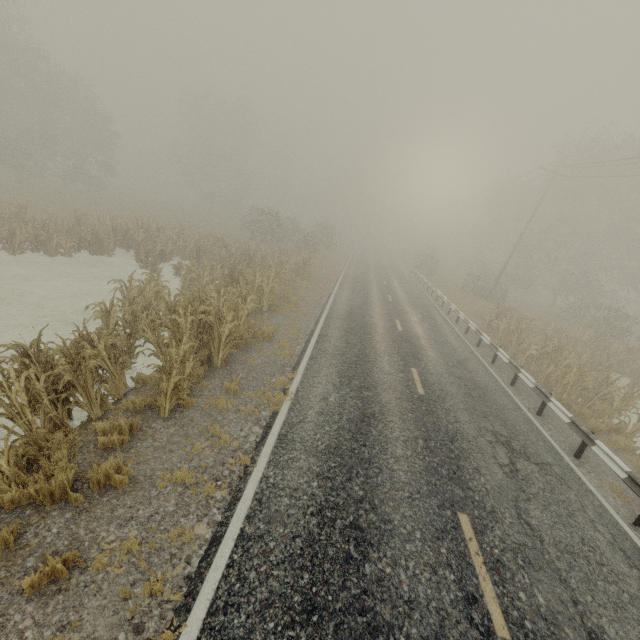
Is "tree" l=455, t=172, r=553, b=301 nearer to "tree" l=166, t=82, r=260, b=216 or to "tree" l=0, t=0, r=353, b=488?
"tree" l=0, t=0, r=353, b=488

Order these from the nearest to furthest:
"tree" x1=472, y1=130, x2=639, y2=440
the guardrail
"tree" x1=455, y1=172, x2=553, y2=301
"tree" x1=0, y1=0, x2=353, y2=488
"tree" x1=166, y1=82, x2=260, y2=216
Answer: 1. "tree" x1=0, y1=0, x2=353, y2=488
2. the guardrail
3. "tree" x1=472, y1=130, x2=639, y2=440
4. "tree" x1=455, y1=172, x2=553, y2=301
5. "tree" x1=166, y1=82, x2=260, y2=216

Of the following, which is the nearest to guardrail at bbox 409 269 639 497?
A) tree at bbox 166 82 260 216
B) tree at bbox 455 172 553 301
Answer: tree at bbox 455 172 553 301

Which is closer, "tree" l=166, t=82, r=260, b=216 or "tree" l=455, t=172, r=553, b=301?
"tree" l=455, t=172, r=553, b=301

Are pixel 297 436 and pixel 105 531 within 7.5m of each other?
yes

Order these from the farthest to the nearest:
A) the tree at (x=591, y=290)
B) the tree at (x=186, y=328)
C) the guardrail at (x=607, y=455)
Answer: the tree at (x=591, y=290) < the guardrail at (x=607, y=455) < the tree at (x=186, y=328)

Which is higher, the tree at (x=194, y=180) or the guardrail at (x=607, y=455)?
the tree at (x=194, y=180)

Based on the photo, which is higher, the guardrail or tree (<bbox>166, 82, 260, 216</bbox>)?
tree (<bbox>166, 82, 260, 216</bbox>)
